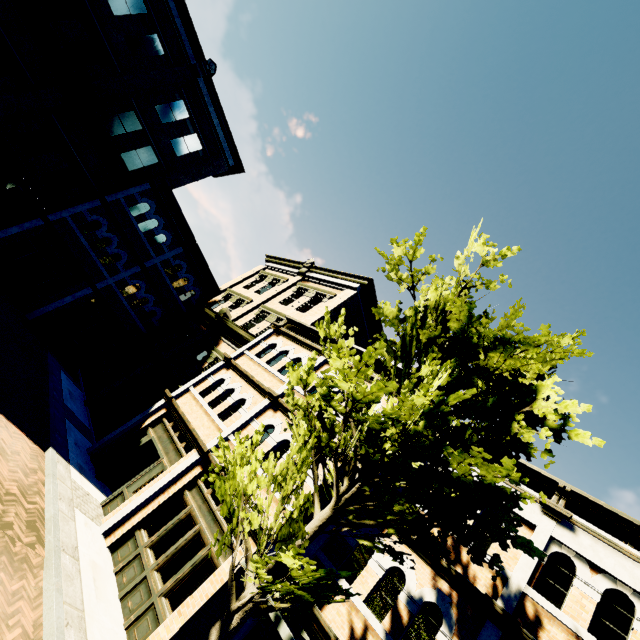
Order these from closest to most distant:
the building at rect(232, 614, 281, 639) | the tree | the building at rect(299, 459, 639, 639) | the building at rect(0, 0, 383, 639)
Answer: the tree
the building at rect(299, 459, 639, 639)
the building at rect(232, 614, 281, 639)
the building at rect(0, 0, 383, 639)

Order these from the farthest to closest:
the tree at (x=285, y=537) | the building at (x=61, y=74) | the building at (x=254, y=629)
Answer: the building at (x=61, y=74) → the building at (x=254, y=629) → the tree at (x=285, y=537)

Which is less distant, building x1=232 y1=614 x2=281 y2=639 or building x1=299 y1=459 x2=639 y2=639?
building x1=299 y1=459 x2=639 y2=639

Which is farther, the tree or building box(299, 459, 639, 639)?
building box(299, 459, 639, 639)

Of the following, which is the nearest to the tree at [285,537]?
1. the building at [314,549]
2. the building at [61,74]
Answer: the building at [314,549]

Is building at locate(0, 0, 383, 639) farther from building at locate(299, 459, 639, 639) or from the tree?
the tree

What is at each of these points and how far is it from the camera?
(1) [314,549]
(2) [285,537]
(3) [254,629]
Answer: (1) building, 8.7 meters
(2) tree, 4.8 meters
(3) building, 7.7 meters
